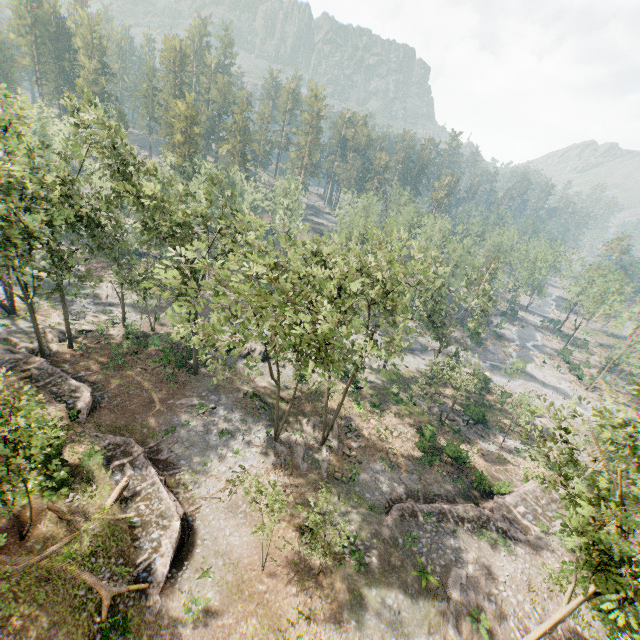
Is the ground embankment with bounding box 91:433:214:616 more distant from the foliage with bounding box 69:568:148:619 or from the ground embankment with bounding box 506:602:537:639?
the ground embankment with bounding box 506:602:537:639

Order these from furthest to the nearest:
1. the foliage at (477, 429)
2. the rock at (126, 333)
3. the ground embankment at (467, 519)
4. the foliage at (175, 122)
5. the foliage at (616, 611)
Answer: the foliage at (175, 122) < the foliage at (477, 429) < the rock at (126, 333) < the ground embankment at (467, 519) < the foliage at (616, 611)

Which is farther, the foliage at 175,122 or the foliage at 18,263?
the foliage at 175,122

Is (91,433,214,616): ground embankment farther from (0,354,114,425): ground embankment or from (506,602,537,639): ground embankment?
(506,602,537,639): ground embankment

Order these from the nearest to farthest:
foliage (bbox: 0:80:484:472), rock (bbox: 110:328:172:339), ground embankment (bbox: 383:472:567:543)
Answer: foliage (bbox: 0:80:484:472) < ground embankment (bbox: 383:472:567:543) < rock (bbox: 110:328:172:339)

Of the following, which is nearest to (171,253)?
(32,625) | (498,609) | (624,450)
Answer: (32,625)

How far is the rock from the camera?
35.6m

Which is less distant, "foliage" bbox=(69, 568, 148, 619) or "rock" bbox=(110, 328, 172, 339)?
"foliage" bbox=(69, 568, 148, 619)
